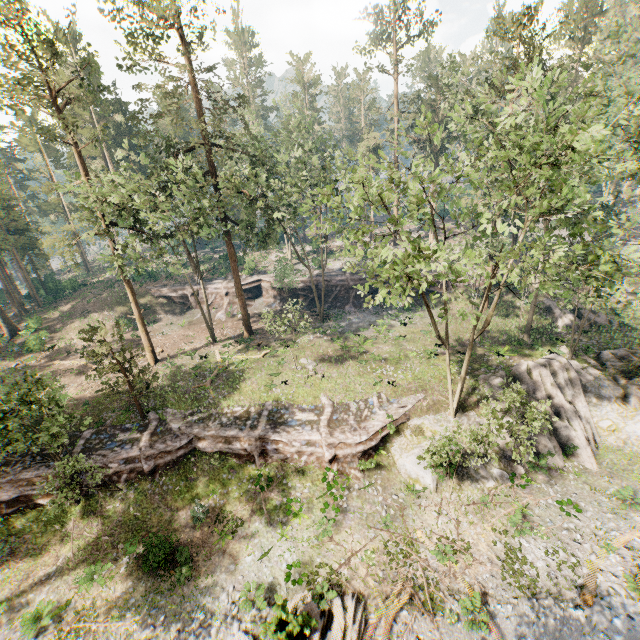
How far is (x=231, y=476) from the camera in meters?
21.5 m

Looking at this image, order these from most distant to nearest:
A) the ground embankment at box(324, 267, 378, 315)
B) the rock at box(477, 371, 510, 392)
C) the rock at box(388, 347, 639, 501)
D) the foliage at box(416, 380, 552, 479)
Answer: the ground embankment at box(324, 267, 378, 315), the rock at box(477, 371, 510, 392), the rock at box(388, 347, 639, 501), the foliage at box(416, 380, 552, 479)

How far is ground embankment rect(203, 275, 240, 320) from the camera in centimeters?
4212cm

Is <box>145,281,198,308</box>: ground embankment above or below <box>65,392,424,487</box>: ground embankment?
above

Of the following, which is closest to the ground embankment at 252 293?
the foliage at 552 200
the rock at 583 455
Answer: the foliage at 552 200

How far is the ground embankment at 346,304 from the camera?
40.5 meters
